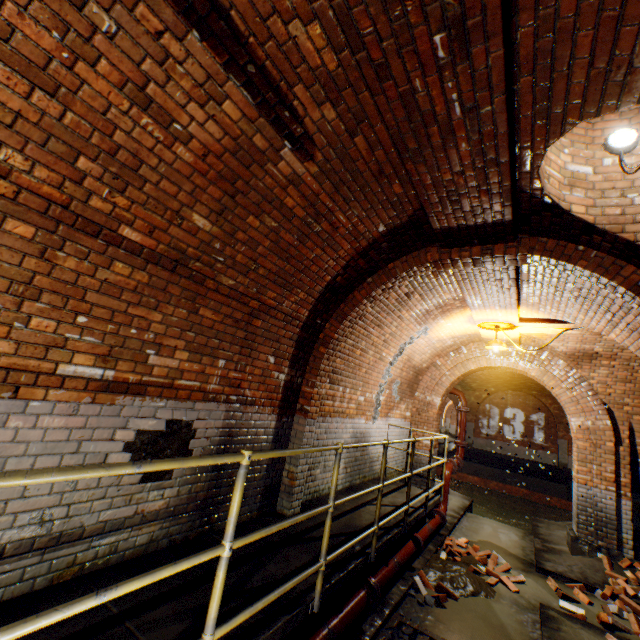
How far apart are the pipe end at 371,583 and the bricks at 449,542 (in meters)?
2.99

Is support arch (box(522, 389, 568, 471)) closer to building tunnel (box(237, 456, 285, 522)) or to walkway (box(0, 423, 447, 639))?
building tunnel (box(237, 456, 285, 522))

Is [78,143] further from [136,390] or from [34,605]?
[34,605]

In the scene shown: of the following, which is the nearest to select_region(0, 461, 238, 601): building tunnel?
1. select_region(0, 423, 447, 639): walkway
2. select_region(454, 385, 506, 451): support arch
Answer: select_region(0, 423, 447, 639): walkway

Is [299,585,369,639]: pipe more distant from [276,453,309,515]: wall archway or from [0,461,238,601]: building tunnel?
[276,453,309,515]: wall archway

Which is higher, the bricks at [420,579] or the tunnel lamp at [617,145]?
the tunnel lamp at [617,145]

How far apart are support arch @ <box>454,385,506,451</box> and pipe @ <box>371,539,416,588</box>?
17.3 meters

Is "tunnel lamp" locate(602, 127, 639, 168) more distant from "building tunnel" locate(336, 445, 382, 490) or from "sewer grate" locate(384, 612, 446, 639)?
"sewer grate" locate(384, 612, 446, 639)
